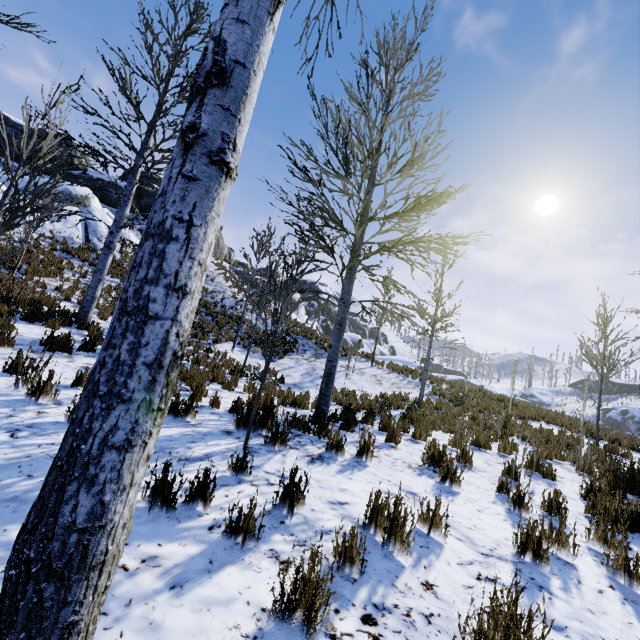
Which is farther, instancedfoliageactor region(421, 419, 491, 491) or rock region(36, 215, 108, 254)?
rock region(36, 215, 108, 254)

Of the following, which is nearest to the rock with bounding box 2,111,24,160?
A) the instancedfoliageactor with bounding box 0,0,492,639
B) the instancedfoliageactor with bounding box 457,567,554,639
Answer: the instancedfoliageactor with bounding box 0,0,492,639

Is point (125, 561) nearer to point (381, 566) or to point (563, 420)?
point (381, 566)

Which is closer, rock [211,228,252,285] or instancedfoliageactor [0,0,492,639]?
instancedfoliageactor [0,0,492,639]

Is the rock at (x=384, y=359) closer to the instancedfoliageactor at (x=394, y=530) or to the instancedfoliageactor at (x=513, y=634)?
the instancedfoliageactor at (x=394, y=530)

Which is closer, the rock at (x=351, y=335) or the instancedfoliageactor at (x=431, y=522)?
the instancedfoliageactor at (x=431, y=522)

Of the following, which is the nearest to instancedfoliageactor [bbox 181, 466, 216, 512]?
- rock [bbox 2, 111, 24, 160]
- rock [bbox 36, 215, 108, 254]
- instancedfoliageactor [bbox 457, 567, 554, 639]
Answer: instancedfoliageactor [bbox 457, 567, 554, 639]
